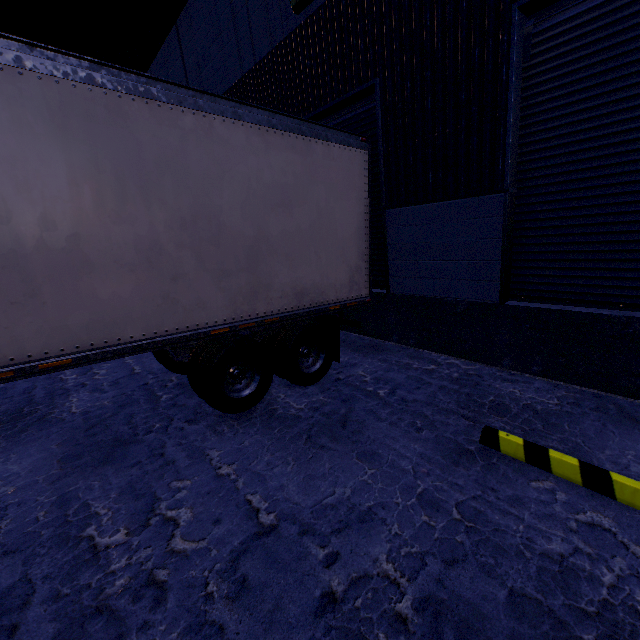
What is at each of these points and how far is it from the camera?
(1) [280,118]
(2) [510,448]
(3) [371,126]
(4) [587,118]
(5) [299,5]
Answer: (1) semi trailer, 4.3 meters
(2) curb, 3.4 meters
(3) roll-up door, 5.7 meters
(4) roll-up door, 3.6 meters
(5) light, 5.7 meters

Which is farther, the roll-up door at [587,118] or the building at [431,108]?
the building at [431,108]

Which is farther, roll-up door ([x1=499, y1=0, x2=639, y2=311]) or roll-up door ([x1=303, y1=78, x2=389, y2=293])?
roll-up door ([x1=303, y1=78, x2=389, y2=293])

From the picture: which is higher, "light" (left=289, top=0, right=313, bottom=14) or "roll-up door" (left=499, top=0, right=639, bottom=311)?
"light" (left=289, top=0, right=313, bottom=14)

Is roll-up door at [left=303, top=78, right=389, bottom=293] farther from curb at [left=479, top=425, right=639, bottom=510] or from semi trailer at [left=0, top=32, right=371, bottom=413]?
curb at [left=479, top=425, right=639, bottom=510]

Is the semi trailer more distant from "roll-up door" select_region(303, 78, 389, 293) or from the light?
the light

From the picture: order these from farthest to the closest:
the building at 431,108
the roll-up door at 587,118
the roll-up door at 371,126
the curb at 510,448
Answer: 1. the roll-up door at 371,126
2. the building at 431,108
3. the roll-up door at 587,118
4. the curb at 510,448

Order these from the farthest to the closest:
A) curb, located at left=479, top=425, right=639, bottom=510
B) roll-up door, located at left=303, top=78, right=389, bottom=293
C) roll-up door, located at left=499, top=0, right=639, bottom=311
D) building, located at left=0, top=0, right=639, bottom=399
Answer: roll-up door, located at left=303, top=78, right=389, bottom=293 → building, located at left=0, top=0, right=639, bottom=399 → roll-up door, located at left=499, top=0, right=639, bottom=311 → curb, located at left=479, top=425, right=639, bottom=510
